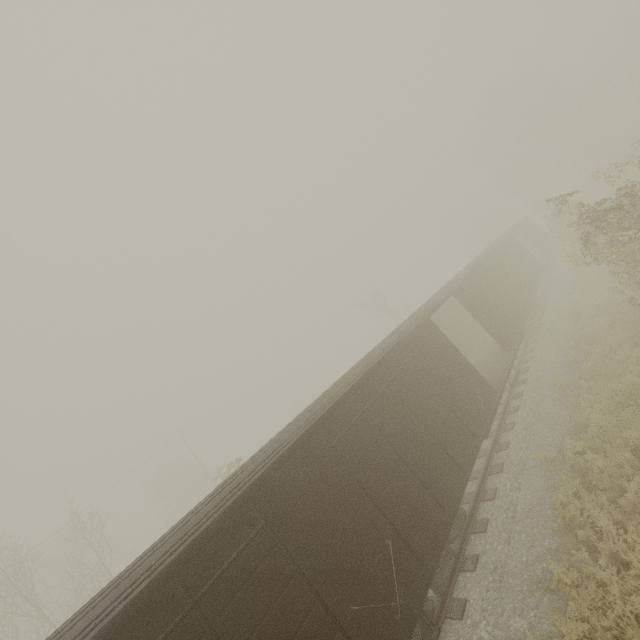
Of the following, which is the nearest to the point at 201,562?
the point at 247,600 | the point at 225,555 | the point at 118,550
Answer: the point at 225,555
